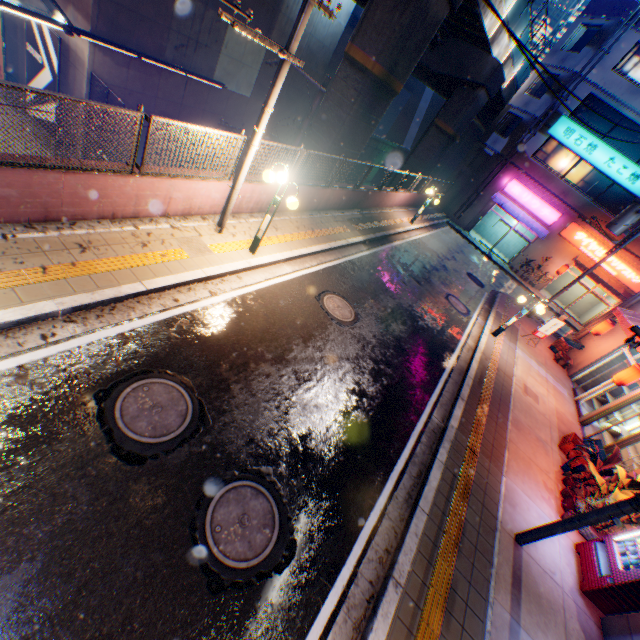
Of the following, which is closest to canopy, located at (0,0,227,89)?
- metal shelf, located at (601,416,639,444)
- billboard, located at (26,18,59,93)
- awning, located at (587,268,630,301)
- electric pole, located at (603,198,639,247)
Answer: billboard, located at (26,18,59,93)

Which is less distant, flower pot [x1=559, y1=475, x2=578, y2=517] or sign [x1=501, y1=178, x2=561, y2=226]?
flower pot [x1=559, y1=475, x2=578, y2=517]

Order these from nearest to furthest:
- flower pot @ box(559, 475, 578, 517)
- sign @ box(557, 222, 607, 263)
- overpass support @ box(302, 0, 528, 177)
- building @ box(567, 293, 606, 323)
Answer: flower pot @ box(559, 475, 578, 517) < overpass support @ box(302, 0, 528, 177) < sign @ box(557, 222, 607, 263) < building @ box(567, 293, 606, 323)

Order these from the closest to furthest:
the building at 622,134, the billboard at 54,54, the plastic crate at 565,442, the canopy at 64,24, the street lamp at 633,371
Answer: the plastic crate at 565,442 < the canopy at 64,24 < the street lamp at 633,371 < the billboard at 54,54 < the building at 622,134

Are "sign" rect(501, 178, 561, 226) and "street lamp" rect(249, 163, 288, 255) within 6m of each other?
no

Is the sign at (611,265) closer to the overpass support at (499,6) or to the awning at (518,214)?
the awning at (518,214)

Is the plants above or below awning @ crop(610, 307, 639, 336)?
below

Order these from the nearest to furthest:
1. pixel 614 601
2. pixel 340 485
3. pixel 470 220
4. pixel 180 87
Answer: pixel 340 485 < pixel 614 601 < pixel 180 87 < pixel 470 220
